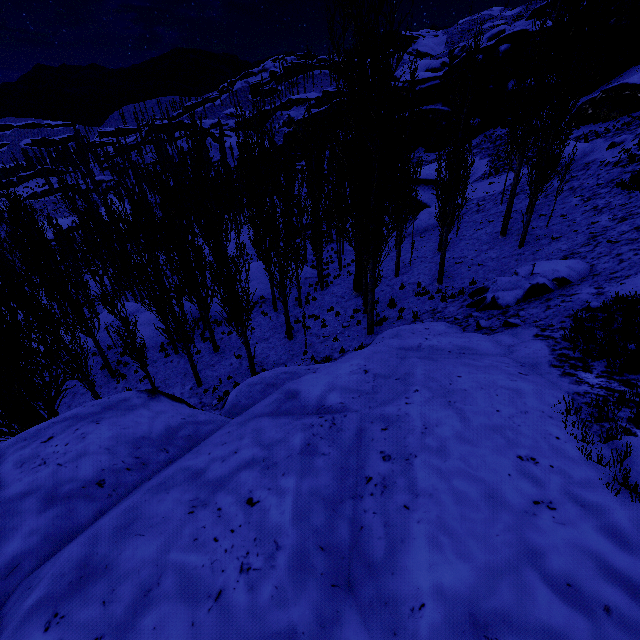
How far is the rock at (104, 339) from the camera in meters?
20.4 m

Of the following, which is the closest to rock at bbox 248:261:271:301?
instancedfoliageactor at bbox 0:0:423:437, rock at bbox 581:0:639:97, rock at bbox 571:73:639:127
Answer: instancedfoliageactor at bbox 0:0:423:437

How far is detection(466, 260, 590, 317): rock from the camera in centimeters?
1023cm

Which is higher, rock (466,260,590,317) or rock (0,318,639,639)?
rock (0,318,639,639)

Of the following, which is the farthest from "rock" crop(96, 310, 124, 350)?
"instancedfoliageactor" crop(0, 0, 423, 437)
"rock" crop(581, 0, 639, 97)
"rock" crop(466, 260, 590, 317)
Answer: "rock" crop(466, 260, 590, 317)

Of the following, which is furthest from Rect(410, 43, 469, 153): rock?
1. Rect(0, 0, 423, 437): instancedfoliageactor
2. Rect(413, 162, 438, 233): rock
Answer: Rect(413, 162, 438, 233): rock

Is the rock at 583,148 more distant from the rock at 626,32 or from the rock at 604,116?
the rock at 626,32

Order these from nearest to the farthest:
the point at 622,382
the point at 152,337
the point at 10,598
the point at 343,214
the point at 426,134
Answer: the point at 10,598
the point at 622,382
the point at 343,214
the point at 152,337
the point at 426,134
